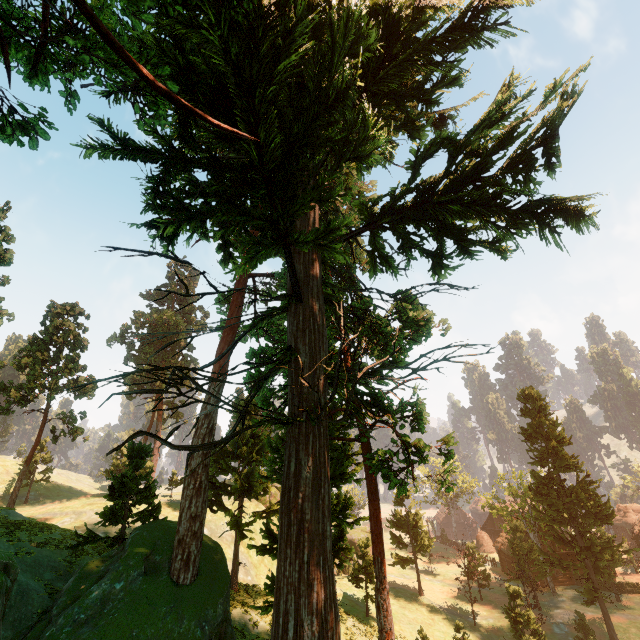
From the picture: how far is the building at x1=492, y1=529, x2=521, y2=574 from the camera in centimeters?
4759cm

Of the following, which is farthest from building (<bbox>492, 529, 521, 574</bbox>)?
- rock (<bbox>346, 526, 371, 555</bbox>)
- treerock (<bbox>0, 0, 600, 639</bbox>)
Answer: rock (<bbox>346, 526, 371, 555</bbox>)

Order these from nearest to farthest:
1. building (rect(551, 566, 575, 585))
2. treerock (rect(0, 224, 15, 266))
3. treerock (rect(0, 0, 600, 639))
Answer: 1. treerock (rect(0, 0, 600, 639))
2. treerock (rect(0, 224, 15, 266))
3. building (rect(551, 566, 575, 585))

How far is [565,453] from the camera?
34.0 meters

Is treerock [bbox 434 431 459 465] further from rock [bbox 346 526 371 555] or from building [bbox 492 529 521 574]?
rock [bbox 346 526 371 555]

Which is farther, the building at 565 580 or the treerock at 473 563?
the building at 565 580

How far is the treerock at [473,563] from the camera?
34.56m
